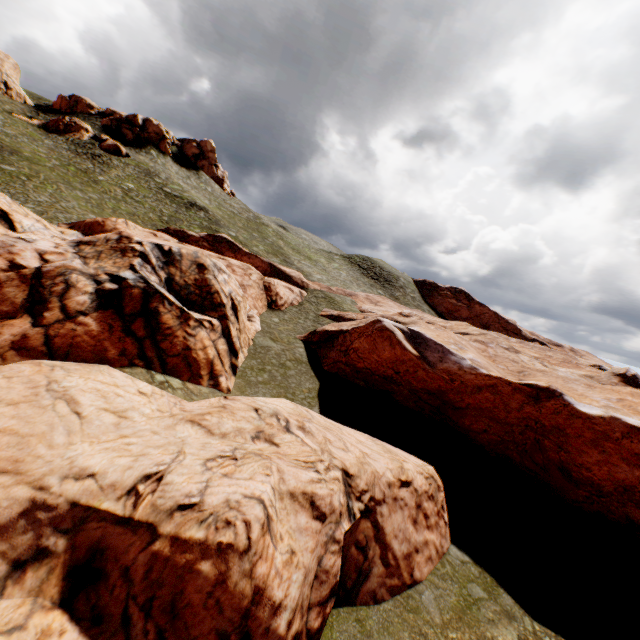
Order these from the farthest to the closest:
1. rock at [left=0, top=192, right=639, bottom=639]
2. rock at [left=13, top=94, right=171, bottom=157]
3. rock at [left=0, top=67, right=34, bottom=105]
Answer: rock at [left=0, top=67, right=34, bottom=105] → rock at [left=13, top=94, right=171, bottom=157] → rock at [left=0, top=192, right=639, bottom=639]

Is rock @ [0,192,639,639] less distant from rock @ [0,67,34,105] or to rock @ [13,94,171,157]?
rock @ [13,94,171,157]

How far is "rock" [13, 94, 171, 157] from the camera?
48.2m

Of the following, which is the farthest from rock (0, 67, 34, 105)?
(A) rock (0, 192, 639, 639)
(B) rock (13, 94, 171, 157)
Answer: (A) rock (0, 192, 639, 639)

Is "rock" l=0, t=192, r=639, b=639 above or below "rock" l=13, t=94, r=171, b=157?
below

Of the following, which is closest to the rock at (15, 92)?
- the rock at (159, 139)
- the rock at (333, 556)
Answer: the rock at (159, 139)

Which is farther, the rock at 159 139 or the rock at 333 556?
the rock at 159 139

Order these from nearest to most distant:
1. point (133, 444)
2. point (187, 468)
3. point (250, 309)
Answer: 1. point (187, 468)
2. point (133, 444)
3. point (250, 309)
